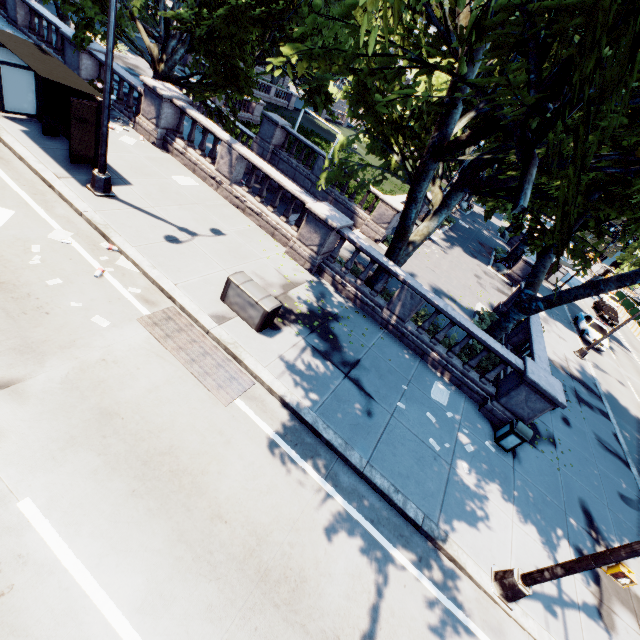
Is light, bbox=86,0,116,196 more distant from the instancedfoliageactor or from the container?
the container

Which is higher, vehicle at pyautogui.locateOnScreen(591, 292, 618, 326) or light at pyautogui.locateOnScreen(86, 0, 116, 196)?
vehicle at pyautogui.locateOnScreen(591, 292, 618, 326)

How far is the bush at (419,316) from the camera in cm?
1267

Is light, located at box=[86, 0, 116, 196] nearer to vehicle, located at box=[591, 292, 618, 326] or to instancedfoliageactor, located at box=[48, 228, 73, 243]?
instancedfoliageactor, located at box=[48, 228, 73, 243]

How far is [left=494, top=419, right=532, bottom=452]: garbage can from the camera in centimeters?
978cm

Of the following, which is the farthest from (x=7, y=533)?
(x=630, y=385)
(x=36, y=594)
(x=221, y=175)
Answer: (x=630, y=385)

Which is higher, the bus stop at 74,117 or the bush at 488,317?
the bus stop at 74,117

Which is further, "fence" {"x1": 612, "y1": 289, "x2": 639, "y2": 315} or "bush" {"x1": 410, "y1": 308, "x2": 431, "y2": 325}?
"fence" {"x1": 612, "y1": 289, "x2": 639, "y2": 315}
